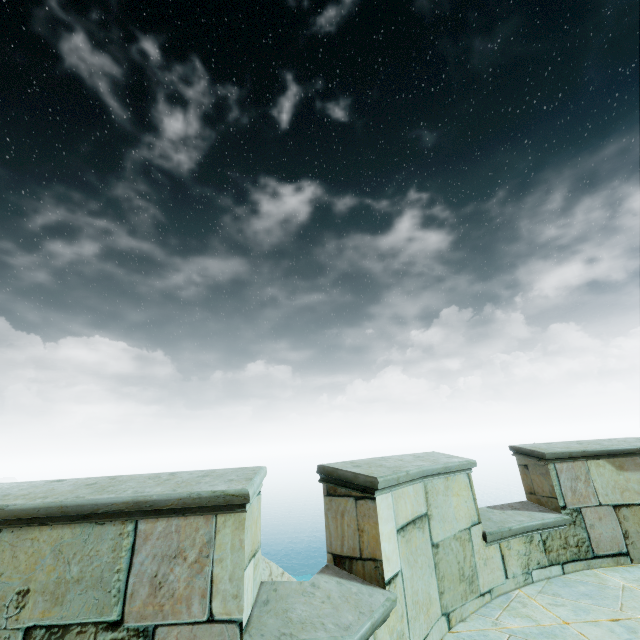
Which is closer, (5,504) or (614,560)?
(5,504)
